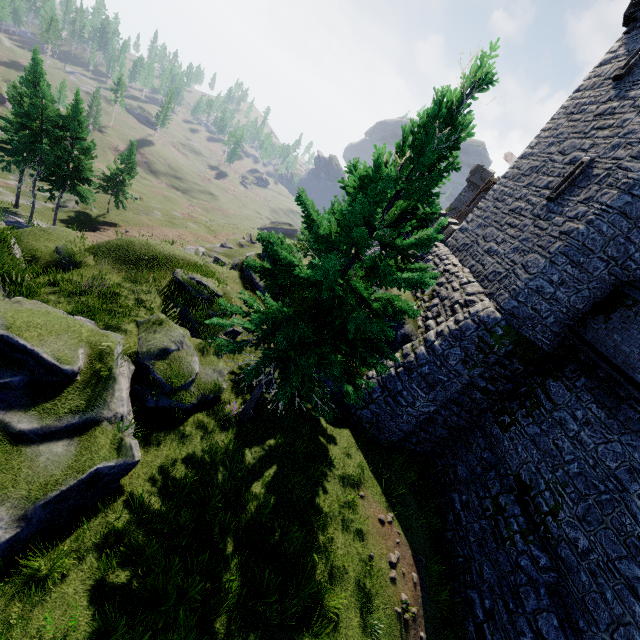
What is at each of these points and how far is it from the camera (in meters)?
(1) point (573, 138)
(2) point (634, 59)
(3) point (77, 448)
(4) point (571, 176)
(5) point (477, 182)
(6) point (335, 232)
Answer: (1) building, 15.33
(2) window slit, 14.04
(3) rock, 7.82
(4) window slit, 14.04
(5) building, 57.91
(6) tree, 7.75

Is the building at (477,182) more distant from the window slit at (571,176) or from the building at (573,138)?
the window slit at (571,176)

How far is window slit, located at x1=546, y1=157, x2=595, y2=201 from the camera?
13.5m

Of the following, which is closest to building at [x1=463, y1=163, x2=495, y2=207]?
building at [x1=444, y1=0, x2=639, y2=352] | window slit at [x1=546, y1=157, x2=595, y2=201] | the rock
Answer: building at [x1=444, y1=0, x2=639, y2=352]

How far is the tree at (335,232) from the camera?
6.98m

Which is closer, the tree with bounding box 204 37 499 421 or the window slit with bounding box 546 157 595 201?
the tree with bounding box 204 37 499 421

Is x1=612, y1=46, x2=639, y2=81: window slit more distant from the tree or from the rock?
the rock

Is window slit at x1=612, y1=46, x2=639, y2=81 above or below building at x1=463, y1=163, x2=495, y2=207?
above
